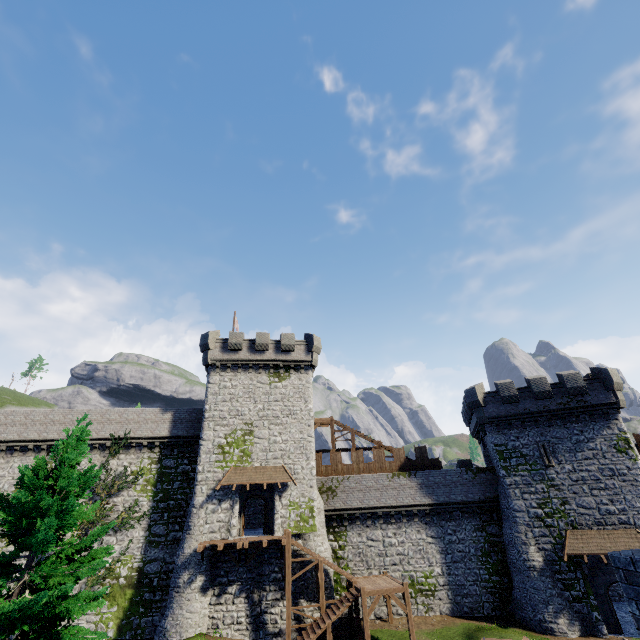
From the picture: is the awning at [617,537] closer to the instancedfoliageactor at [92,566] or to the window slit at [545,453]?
the window slit at [545,453]

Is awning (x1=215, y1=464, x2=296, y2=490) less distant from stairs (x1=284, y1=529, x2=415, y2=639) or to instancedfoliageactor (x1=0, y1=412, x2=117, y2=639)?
stairs (x1=284, y1=529, x2=415, y2=639)

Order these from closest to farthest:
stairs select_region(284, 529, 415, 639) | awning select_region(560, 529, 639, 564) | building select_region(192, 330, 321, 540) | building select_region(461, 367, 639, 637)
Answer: stairs select_region(284, 529, 415, 639) → awning select_region(560, 529, 639, 564) → building select_region(461, 367, 639, 637) → building select_region(192, 330, 321, 540)

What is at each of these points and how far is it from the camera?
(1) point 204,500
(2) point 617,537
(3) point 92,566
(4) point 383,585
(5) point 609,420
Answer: (1) building, 25.1 meters
(2) awning, 22.5 meters
(3) instancedfoliageactor, 9.9 meters
(4) stairs, 22.1 meters
(5) building, 25.7 meters

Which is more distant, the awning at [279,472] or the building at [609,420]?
the awning at [279,472]

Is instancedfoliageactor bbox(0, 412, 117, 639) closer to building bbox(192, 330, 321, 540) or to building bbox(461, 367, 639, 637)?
building bbox(192, 330, 321, 540)

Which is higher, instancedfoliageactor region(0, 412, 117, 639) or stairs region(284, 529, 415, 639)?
instancedfoliageactor region(0, 412, 117, 639)

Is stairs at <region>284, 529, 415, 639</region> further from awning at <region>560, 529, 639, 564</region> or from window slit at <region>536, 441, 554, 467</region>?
window slit at <region>536, 441, 554, 467</region>
